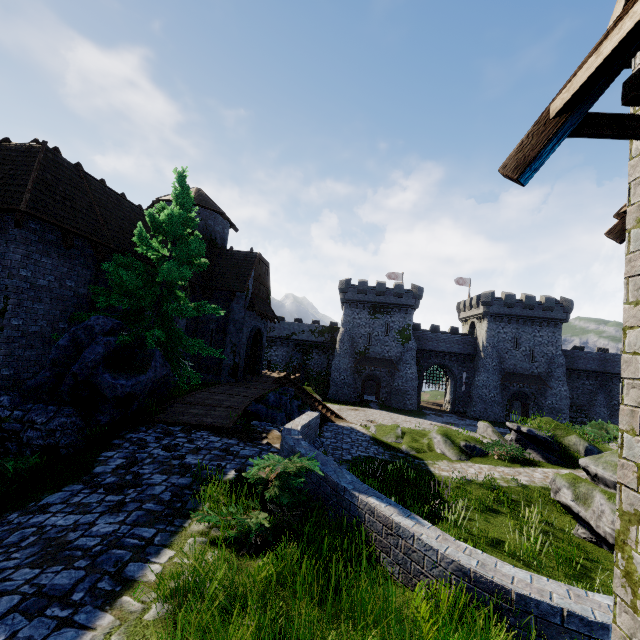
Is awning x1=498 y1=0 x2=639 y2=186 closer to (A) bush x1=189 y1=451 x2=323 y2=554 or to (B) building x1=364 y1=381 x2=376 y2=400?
(A) bush x1=189 y1=451 x2=323 y2=554

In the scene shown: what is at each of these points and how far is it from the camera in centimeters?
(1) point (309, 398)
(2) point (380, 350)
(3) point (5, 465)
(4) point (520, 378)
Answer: (1) stairs, 2442cm
(2) building, 4522cm
(3) bush, 632cm
(4) awning, 4272cm

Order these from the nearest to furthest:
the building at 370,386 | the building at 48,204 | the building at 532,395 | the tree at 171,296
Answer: the building at 48,204
the tree at 171,296
the building at 532,395
the building at 370,386

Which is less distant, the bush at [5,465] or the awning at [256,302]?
the bush at [5,465]

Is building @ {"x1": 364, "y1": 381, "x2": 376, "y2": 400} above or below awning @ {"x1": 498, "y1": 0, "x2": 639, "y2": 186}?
below

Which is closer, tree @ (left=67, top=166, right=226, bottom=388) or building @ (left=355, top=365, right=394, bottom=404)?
tree @ (left=67, top=166, right=226, bottom=388)

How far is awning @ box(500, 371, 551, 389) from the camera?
42.2 meters

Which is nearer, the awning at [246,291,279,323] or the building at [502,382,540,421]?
the awning at [246,291,279,323]
